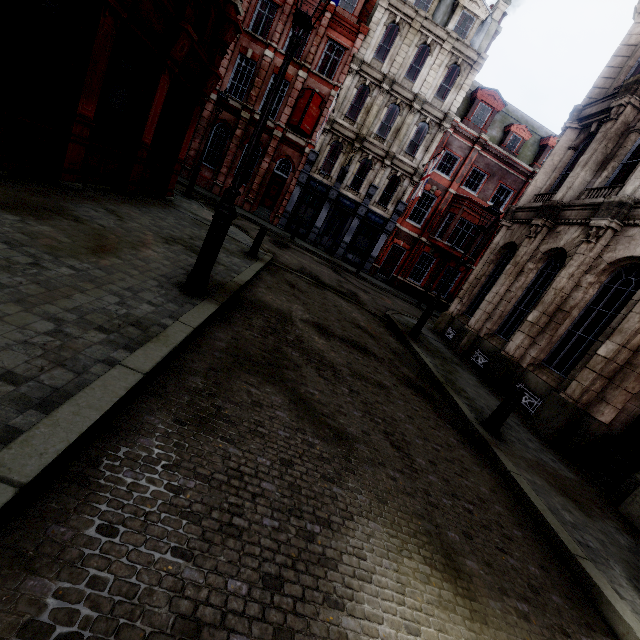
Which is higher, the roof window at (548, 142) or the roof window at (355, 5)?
the roof window at (355, 5)

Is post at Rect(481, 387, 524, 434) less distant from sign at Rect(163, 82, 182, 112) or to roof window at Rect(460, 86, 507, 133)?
sign at Rect(163, 82, 182, 112)

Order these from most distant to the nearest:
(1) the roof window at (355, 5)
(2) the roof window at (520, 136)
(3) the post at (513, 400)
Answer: (2) the roof window at (520, 136) → (1) the roof window at (355, 5) → (3) the post at (513, 400)

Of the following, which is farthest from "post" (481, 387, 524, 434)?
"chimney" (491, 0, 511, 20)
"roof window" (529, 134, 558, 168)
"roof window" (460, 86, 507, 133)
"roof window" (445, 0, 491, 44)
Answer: "chimney" (491, 0, 511, 20)

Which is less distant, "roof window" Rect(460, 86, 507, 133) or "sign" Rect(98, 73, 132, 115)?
"sign" Rect(98, 73, 132, 115)

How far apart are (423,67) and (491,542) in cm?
2783

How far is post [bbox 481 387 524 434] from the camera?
5.78m

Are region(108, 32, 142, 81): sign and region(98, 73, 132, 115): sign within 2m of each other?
yes
